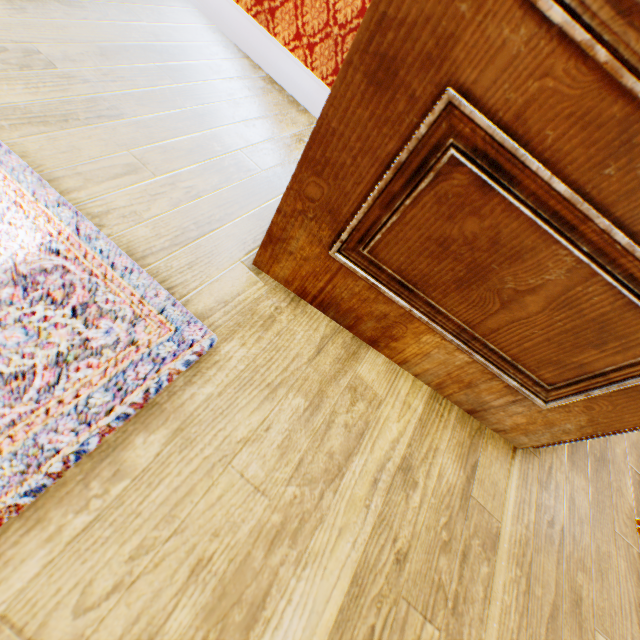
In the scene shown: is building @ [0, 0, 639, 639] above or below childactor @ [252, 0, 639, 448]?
below

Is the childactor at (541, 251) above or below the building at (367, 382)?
above

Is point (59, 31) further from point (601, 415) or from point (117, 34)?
point (601, 415)
